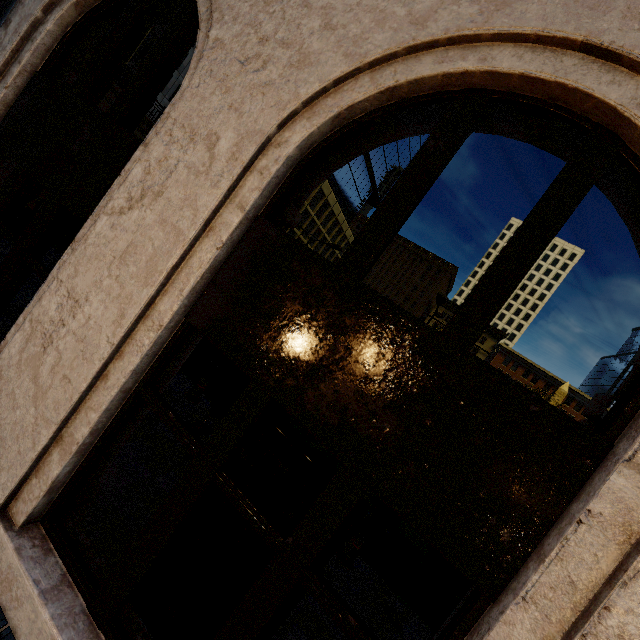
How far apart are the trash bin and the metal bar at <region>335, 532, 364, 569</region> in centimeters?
376cm

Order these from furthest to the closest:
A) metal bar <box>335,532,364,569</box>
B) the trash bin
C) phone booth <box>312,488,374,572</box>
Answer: the trash bin < metal bar <box>335,532,364,569</box> < phone booth <box>312,488,374,572</box>

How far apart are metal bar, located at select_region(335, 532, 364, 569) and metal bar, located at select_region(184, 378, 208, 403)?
4.6m

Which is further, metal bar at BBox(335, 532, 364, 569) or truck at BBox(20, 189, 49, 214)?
truck at BBox(20, 189, 49, 214)

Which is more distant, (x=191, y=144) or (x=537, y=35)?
(x=191, y=144)

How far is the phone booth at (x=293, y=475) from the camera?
2.45m

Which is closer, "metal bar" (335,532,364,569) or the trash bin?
"metal bar" (335,532,364,569)

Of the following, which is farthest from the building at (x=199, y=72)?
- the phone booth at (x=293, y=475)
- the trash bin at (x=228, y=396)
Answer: the trash bin at (x=228, y=396)
